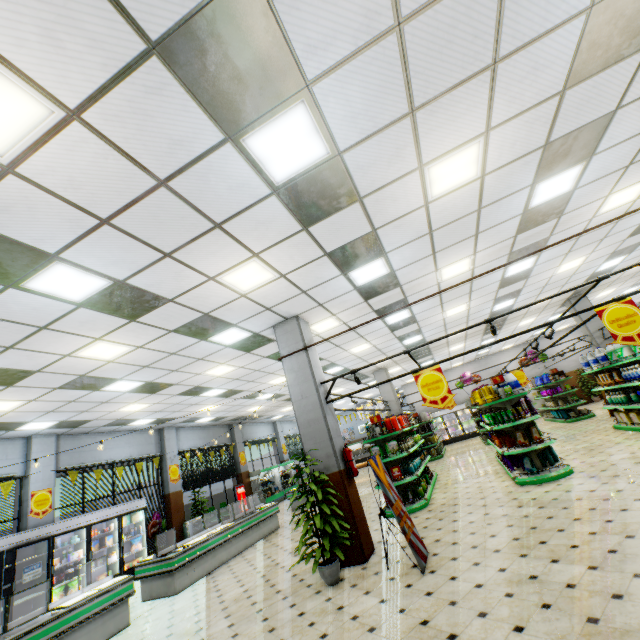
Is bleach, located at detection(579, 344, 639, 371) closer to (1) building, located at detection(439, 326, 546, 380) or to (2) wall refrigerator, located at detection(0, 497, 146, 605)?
(1) building, located at detection(439, 326, 546, 380)

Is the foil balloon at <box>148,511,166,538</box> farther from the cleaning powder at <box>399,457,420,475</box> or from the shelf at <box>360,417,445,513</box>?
the cleaning powder at <box>399,457,420,475</box>

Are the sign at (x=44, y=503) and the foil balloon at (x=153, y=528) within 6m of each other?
yes

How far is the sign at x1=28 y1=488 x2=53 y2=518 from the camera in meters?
9.5 m

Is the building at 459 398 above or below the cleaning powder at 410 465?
above

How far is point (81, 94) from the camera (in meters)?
2.53

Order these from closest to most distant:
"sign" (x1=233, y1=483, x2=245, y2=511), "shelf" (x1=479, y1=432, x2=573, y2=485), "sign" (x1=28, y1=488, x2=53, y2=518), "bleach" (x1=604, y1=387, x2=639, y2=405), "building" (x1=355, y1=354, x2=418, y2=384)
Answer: "shelf" (x1=479, y1=432, x2=573, y2=485), "bleach" (x1=604, y1=387, x2=639, y2=405), "sign" (x1=28, y1=488, x2=53, y2=518), "building" (x1=355, y1=354, x2=418, y2=384), "sign" (x1=233, y1=483, x2=245, y2=511)

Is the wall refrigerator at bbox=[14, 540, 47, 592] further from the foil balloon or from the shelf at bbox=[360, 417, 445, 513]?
the shelf at bbox=[360, 417, 445, 513]
